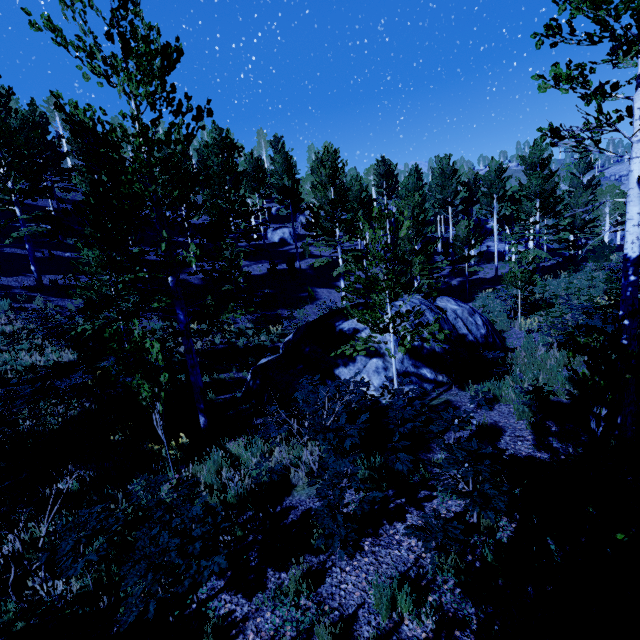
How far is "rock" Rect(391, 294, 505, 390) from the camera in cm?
1028

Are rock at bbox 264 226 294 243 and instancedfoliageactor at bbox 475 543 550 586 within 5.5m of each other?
no

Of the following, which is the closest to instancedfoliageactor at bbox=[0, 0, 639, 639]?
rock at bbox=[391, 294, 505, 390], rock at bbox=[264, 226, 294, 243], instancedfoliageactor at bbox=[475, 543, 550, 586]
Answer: instancedfoliageactor at bbox=[475, 543, 550, 586]

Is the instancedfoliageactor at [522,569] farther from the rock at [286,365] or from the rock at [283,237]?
the rock at [283,237]

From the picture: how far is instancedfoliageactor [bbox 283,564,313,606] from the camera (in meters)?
3.83

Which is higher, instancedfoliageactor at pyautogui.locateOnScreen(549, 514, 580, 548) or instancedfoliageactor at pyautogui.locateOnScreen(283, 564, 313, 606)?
instancedfoliageactor at pyautogui.locateOnScreen(549, 514, 580, 548)

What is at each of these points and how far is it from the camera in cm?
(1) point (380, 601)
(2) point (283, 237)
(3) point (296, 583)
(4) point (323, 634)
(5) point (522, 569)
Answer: (1) instancedfoliageactor, 357
(2) rock, 3734
(3) instancedfoliageactor, 390
(4) instancedfoliageactor, 329
(5) instancedfoliageactor, 359

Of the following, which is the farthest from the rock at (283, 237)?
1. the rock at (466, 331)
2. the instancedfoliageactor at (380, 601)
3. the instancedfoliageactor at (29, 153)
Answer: the instancedfoliageactor at (380, 601)
